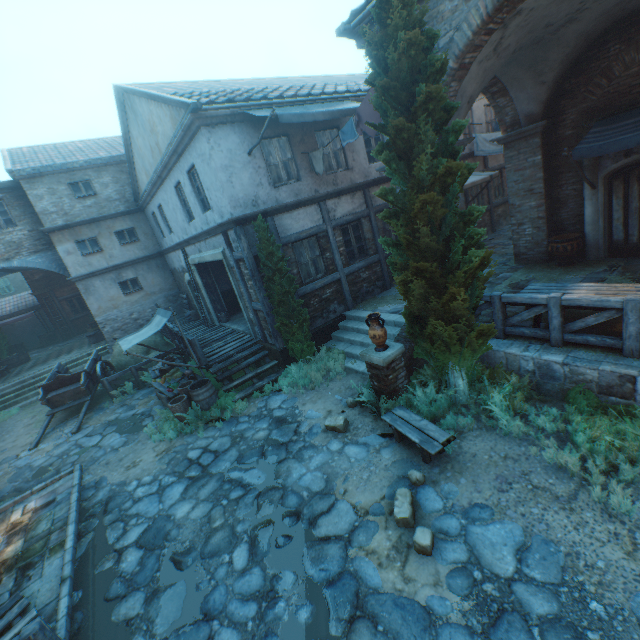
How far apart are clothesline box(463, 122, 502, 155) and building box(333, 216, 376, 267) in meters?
6.9 m

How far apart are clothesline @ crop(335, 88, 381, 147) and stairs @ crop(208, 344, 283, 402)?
5.7m

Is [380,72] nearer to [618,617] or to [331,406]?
[331,406]

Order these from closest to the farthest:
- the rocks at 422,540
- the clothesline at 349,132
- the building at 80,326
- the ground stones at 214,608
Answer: the ground stones at 214,608 < the rocks at 422,540 < the clothesline at 349,132 < the building at 80,326

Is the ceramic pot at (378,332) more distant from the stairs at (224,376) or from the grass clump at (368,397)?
the stairs at (224,376)

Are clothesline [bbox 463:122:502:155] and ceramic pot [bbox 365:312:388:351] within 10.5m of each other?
no

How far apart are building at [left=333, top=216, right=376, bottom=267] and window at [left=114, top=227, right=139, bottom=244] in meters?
12.7 m

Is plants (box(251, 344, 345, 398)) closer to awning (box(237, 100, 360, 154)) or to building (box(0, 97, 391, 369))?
building (box(0, 97, 391, 369))
